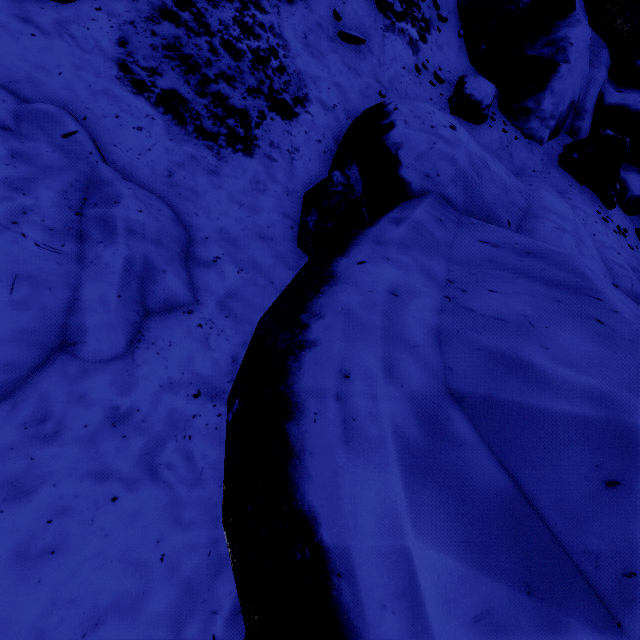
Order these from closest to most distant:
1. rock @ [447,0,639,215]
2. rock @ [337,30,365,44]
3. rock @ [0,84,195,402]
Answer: rock @ [0,84,195,402] < rock @ [337,30,365,44] < rock @ [447,0,639,215]

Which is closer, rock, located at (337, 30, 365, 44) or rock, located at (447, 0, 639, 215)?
rock, located at (337, 30, 365, 44)

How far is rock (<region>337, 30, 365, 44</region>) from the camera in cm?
484

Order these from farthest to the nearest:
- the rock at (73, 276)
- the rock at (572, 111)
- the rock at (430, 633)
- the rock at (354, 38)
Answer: the rock at (572, 111) → the rock at (354, 38) → the rock at (73, 276) → the rock at (430, 633)

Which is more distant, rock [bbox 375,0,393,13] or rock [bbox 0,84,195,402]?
rock [bbox 375,0,393,13]

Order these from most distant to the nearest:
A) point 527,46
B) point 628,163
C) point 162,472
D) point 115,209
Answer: point 628,163 < point 527,46 < point 115,209 < point 162,472

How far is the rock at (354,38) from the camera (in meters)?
4.84
